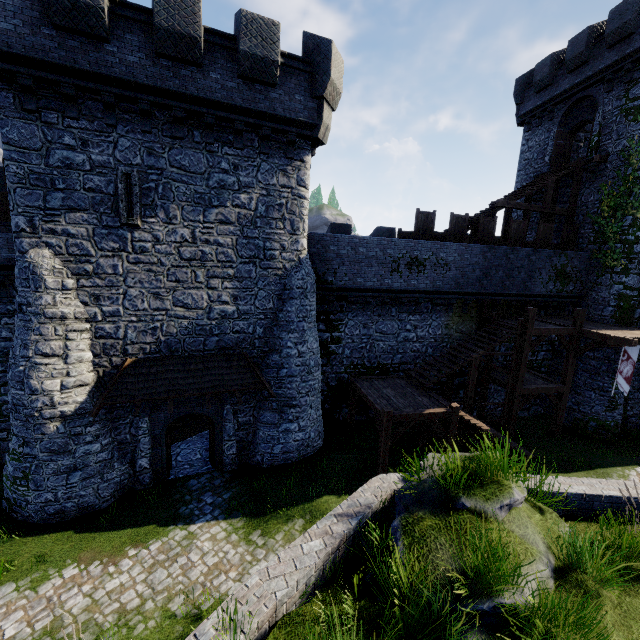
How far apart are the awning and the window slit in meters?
4.6 m

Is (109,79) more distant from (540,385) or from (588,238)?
(588,238)

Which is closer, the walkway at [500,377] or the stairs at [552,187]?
the walkway at [500,377]

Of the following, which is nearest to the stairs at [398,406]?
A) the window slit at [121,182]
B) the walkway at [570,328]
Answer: the walkway at [570,328]

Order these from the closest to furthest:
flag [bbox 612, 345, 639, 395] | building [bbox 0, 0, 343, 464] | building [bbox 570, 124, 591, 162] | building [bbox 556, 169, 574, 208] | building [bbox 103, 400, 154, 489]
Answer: building [bbox 0, 0, 343, 464] < building [bbox 103, 400, 154, 489] < flag [bbox 612, 345, 639, 395] < building [bbox 556, 169, 574, 208] < building [bbox 570, 124, 591, 162]

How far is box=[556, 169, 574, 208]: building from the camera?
20.47m

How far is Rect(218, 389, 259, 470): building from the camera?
13.6m

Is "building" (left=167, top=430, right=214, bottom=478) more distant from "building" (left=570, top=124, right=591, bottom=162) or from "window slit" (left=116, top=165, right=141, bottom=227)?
"building" (left=570, top=124, right=591, bottom=162)
